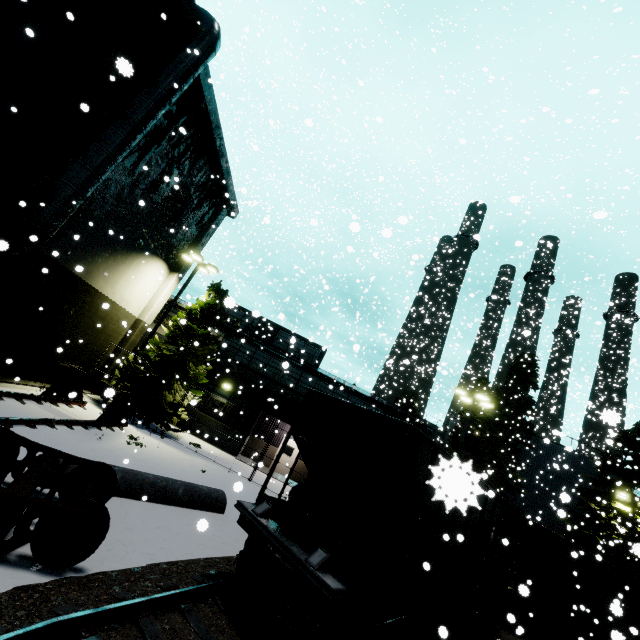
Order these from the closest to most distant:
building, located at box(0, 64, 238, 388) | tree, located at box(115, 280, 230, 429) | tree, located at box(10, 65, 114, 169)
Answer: tree, located at box(10, 65, 114, 169) < building, located at box(0, 64, 238, 388) < tree, located at box(115, 280, 230, 429)

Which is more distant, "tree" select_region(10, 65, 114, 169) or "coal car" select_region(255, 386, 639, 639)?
"tree" select_region(10, 65, 114, 169)

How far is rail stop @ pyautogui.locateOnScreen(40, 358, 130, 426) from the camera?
12.47m

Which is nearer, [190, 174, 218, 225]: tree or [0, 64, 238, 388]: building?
[0, 64, 238, 388]: building

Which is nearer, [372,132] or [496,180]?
[372,132]

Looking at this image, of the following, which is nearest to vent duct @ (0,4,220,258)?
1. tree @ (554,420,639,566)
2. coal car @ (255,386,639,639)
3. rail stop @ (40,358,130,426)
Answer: coal car @ (255,386,639,639)

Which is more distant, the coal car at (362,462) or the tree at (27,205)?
the tree at (27,205)

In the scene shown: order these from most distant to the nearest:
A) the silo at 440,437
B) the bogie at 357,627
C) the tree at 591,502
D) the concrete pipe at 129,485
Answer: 1. the silo at 440,437
2. the tree at 591,502
3. the concrete pipe at 129,485
4. the bogie at 357,627
